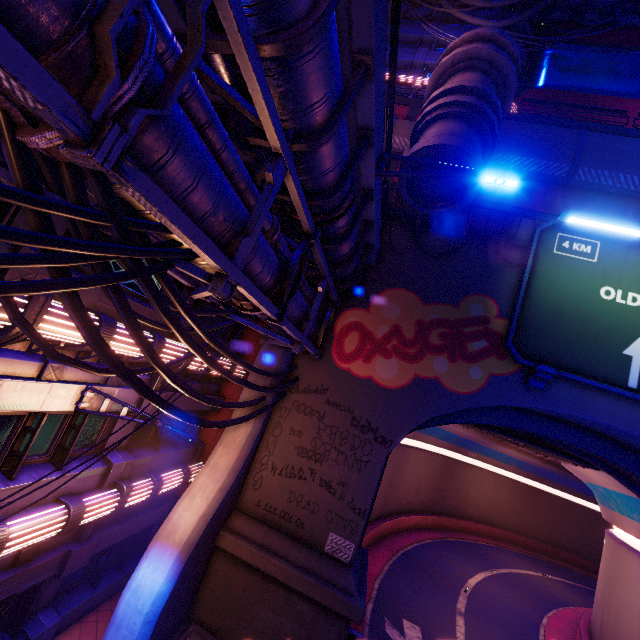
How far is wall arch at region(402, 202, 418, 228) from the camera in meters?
13.5

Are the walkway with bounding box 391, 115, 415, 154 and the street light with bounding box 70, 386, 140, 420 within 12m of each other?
no

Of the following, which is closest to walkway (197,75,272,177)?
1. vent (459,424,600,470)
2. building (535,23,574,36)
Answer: vent (459,424,600,470)

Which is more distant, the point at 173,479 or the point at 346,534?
the point at 173,479

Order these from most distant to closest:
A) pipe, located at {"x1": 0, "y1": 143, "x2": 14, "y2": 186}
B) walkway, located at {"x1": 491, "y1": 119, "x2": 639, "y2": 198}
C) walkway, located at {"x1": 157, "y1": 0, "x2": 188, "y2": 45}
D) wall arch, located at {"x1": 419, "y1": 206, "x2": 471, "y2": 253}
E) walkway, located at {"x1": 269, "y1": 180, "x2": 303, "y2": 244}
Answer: walkway, located at {"x1": 491, "y1": 119, "x2": 639, "y2": 198}
wall arch, located at {"x1": 419, "y1": 206, "x2": 471, "y2": 253}
walkway, located at {"x1": 269, "y1": 180, "x2": 303, "y2": 244}
walkway, located at {"x1": 157, "y1": 0, "x2": 188, "y2": 45}
pipe, located at {"x1": 0, "y1": 143, "x2": 14, "y2": 186}

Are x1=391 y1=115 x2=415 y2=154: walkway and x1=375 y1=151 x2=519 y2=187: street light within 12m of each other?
yes

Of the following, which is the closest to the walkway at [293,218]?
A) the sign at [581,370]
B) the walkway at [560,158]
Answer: the sign at [581,370]

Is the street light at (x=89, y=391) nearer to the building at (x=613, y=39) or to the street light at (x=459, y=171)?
the street light at (x=459, y=171)
